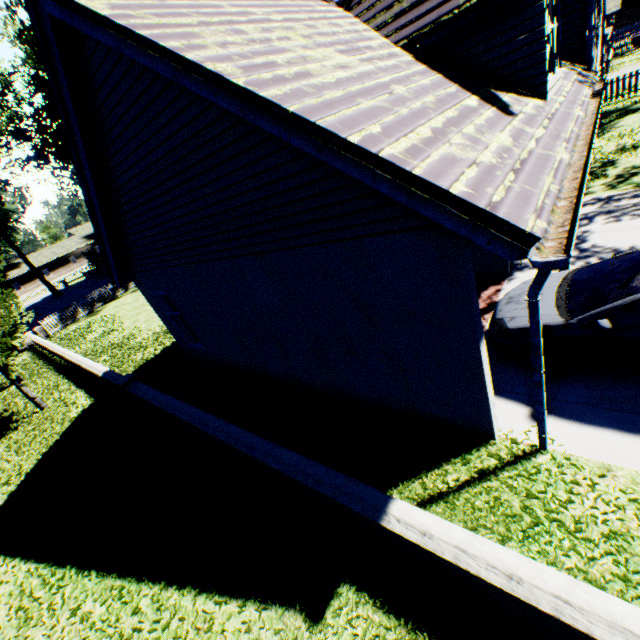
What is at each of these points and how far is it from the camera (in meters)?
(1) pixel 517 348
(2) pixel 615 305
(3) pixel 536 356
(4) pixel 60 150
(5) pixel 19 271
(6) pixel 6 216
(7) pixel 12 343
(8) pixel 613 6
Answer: (1) car, 5.49
(2) car, 4.48
(3) drain pipe, 3.73
(4) plant, 27.64
(5) house, 57.41
(6) plant, 40.25
(7) tree, 11.20
(8) flat, 27.30

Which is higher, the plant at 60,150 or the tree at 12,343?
the plant at 60,150

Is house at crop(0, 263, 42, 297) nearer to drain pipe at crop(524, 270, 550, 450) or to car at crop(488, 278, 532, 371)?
car at crop(488, 278, 532, 371)

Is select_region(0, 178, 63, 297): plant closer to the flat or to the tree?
the tree

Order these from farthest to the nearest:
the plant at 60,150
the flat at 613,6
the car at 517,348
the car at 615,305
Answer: the flat at 613,6 < the plant at 60,150 < the car at 517,348 < the car at 615,305

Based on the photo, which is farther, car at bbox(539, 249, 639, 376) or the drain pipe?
car at bbox(539, 249, 639, 376)

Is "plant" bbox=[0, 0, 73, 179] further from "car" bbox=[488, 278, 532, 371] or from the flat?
"car" bbox=[488, 278, 532, 371]

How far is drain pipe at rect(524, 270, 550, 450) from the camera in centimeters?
328cm
